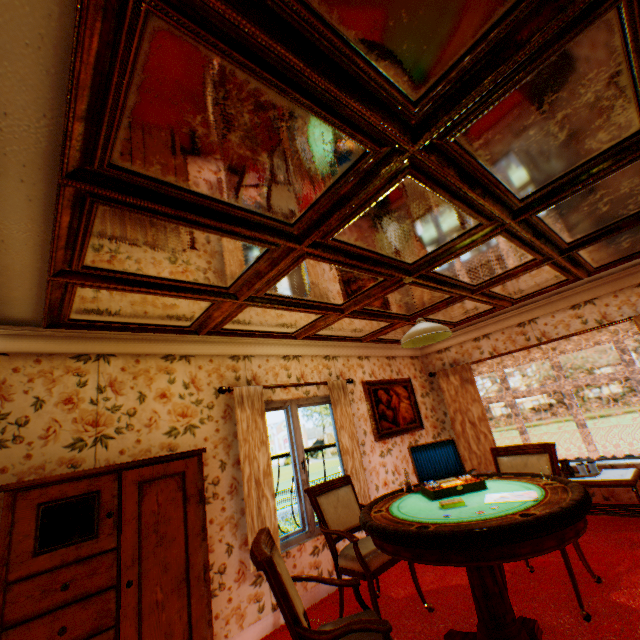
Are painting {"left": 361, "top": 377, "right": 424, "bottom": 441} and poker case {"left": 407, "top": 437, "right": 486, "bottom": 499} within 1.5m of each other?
no

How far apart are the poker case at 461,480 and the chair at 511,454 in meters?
0.8

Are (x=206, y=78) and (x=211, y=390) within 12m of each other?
yes

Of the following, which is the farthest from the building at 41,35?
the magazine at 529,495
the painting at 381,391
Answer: the magazine at 529,495

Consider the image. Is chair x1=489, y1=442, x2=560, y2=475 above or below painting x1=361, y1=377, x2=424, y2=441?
below

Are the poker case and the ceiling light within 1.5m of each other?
yes

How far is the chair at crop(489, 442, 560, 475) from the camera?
3.4m

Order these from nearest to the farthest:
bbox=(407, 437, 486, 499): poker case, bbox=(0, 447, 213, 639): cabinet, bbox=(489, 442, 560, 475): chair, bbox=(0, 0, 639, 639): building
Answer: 1. bbox=(0, 0, 639, 639): building
2. bbox=(0, 447, 213, 639): cabinet
3. bbox=(407, 437, 486, 499): poker case
4. bbox=(489, 442, 560, 475): chair
